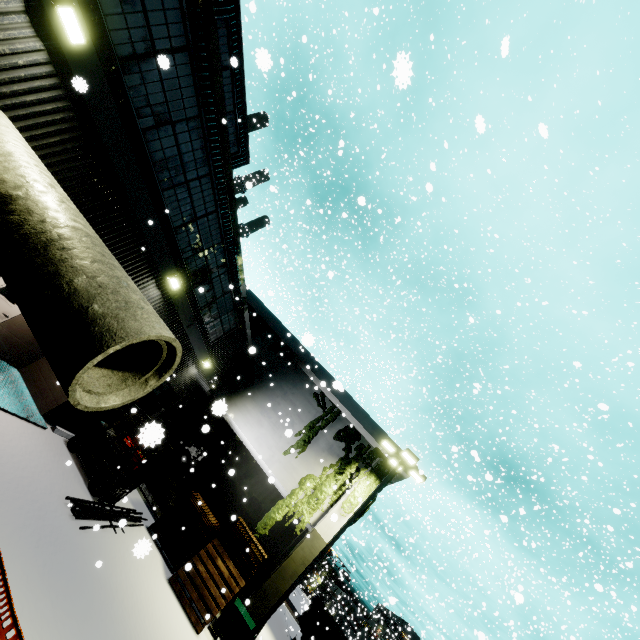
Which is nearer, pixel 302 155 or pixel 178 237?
pixel 178 237

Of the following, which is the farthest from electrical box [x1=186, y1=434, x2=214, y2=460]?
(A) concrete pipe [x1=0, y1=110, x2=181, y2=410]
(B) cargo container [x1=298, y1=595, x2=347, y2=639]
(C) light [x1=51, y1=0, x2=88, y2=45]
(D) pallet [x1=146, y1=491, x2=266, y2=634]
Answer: (C) light [x1=51, y1=0, x2=88, y2=45]

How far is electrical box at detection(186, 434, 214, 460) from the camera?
20.00m

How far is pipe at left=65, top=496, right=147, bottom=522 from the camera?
8.30m

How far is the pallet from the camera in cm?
1101

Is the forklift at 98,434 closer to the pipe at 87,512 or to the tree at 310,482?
the pipe at 87,512

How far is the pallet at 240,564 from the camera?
11.0 meters

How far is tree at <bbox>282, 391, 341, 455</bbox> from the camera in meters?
17.3 m
